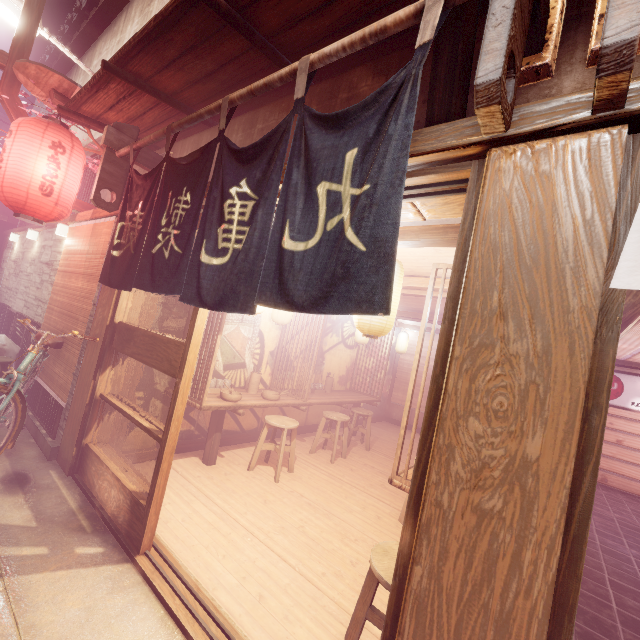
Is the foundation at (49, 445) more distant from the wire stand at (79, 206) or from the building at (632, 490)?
the building at (632, 490)

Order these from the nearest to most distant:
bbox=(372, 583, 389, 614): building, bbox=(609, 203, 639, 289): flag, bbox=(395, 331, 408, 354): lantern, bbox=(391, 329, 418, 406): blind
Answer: bbox=(609, 203, 639, 289): flag < bbox=(372, 583, 389, 614): building < bbox=(395, 331, 408, 354): lantern < bbox=(391, 329, 418, 406): blind

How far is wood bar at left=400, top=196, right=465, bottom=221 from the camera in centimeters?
334cm

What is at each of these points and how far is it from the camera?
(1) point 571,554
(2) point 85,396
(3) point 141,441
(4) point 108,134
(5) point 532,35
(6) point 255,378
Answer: (1) door frame, 1.8 meters
(2) wood pole, 6.2 meters
(3) building, 7.4 meters
(4) wood base, 6.1 meters
(5) wood base, 2.6 meters
(6) tableware, 9.0 meters

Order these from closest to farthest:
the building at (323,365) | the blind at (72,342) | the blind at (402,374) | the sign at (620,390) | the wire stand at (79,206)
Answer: the blind at (72,342)
the wire stand at (79,206)
the building at (323,365)
the sign at (620,390)
the blind at (402,374)

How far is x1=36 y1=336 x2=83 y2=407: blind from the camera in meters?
6.7 m

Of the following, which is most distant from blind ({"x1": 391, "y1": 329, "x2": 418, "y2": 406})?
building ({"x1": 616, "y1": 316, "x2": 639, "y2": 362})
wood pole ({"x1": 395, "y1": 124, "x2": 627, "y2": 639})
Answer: wood pole ({"x1": 395, "y1": 124, "x2": 627, "y2": 639})

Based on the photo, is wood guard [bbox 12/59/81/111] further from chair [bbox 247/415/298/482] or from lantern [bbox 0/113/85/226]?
chair [bbox 247/415/298/482]
